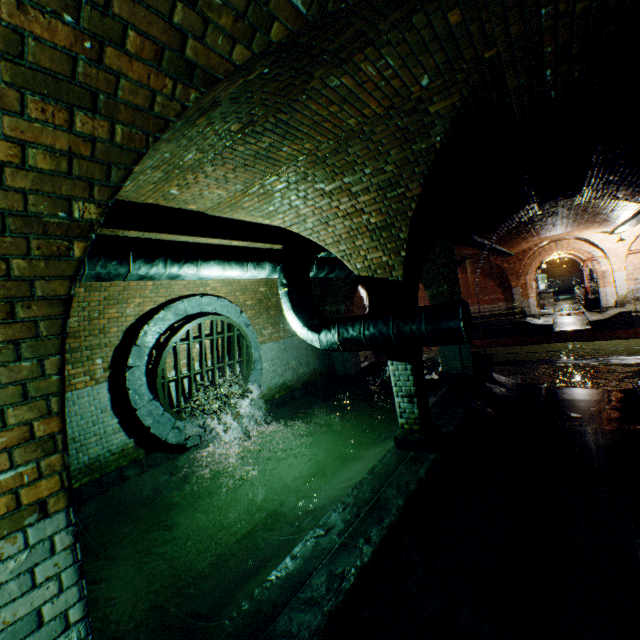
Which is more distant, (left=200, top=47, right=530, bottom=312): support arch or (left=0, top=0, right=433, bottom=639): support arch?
(left=200, top=47, right=530, bottom=312): support arch

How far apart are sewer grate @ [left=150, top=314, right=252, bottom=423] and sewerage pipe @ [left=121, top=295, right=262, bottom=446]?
0.0 meters

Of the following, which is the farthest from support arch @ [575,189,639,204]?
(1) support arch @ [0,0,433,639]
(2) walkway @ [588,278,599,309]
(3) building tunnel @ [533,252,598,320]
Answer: (2) walkway @ [588,278,599,309]

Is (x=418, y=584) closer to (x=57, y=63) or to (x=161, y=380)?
(x=57, y=63)

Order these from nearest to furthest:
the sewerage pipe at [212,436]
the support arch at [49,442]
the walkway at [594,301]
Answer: the support arch at [49,442] → the sewerage pipe at [212,436] → the walkway at [594,301]

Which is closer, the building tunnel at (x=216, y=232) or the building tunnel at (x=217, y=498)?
→ the building tunnel at (x=216, y=232)

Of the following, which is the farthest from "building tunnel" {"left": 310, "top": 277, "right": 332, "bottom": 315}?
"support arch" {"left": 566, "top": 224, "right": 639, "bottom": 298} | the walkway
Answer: the walkway

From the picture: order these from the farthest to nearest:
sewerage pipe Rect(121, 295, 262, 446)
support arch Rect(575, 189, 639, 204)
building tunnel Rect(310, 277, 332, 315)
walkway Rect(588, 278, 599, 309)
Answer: walkway Rect(588, 278, 599, 309) → building tunnel Rect(310, 277, 332, 315) → support arch Rect(575, 189, 639, 204) → sewerage pipe Rect(121, 295, 262, 446)
